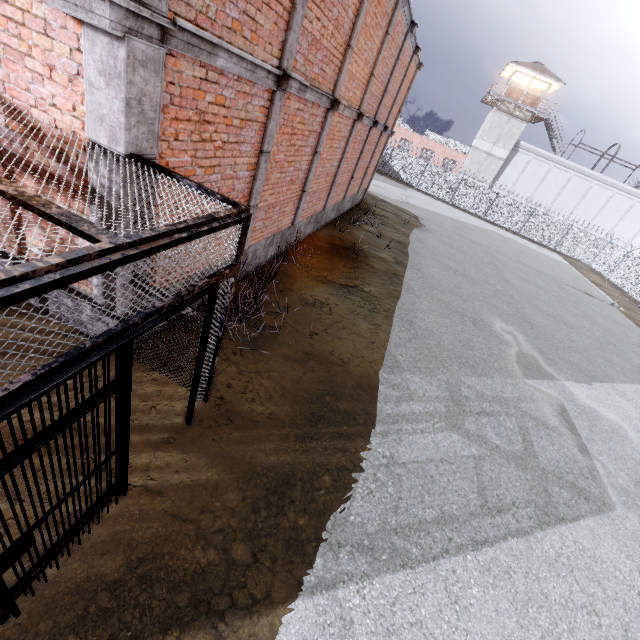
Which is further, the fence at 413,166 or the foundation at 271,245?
the fence at 413,166

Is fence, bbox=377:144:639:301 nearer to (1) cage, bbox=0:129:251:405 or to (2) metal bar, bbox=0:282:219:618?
(1) cage, bbox=0:129:251:405

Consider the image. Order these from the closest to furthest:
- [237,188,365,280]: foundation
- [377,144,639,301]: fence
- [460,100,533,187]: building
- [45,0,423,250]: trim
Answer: [45,0,423,250]: trim < [237,188,365,280]: foundation < [377,144,639,301]: fence < [460,100,533,187]: building

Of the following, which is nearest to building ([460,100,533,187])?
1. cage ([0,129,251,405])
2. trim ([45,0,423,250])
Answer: trim ([45,0,423,250])

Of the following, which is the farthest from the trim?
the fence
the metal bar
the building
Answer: the building

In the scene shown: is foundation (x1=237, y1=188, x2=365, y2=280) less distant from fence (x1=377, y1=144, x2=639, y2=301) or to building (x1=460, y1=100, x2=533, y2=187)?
fence (x1=377, y1=144, x2=639, y2=301)

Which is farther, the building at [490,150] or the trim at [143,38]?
the building at [490,150]

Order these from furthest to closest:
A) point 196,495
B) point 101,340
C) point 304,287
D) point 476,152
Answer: point 476,152, point 304,287, point 196,495, point 101,340
